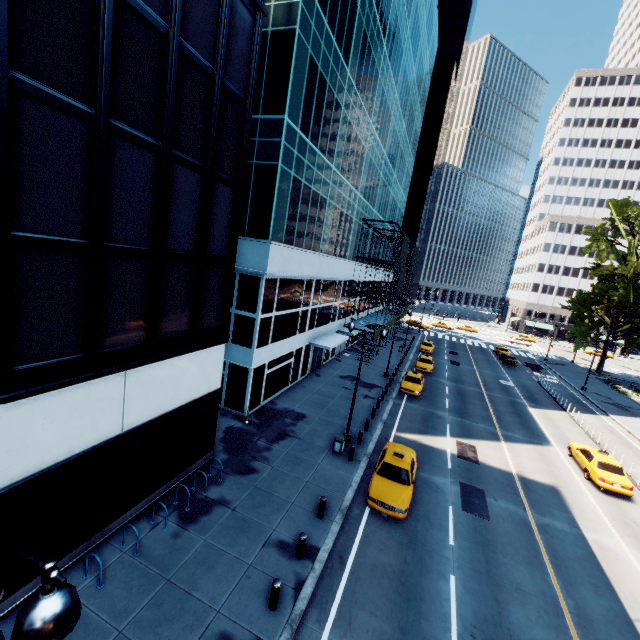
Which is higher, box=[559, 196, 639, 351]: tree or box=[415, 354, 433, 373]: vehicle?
box=[559, 196, 639, 351]: tree

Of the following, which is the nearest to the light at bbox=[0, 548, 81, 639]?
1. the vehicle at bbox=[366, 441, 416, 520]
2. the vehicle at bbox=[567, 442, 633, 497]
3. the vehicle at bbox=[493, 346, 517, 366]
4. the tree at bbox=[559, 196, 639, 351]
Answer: the vehicle at bbox=[366, 441, 416, 520]

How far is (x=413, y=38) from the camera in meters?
39.4 m

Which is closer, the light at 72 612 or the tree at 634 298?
the light at 72 612

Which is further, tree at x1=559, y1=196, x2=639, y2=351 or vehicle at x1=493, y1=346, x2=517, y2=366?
vehicle at x1=493, y1=346, x2=517, y2=366

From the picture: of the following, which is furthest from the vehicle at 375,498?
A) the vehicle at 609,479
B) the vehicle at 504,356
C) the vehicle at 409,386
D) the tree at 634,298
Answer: the vehicle at 504,356

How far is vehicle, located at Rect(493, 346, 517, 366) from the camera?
47.00m

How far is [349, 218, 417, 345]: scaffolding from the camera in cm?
3505
